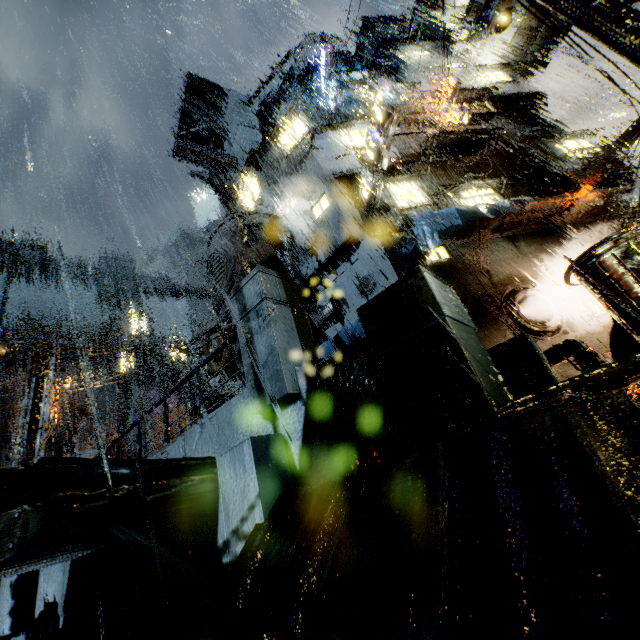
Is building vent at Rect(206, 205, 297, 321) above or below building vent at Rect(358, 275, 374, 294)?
above

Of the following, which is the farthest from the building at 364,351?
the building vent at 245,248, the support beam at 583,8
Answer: the support beam at 583,8

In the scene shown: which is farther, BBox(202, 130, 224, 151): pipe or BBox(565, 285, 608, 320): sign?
BBox(202, 130, 224, 151): pipe

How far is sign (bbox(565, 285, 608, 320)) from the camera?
13.1 meters

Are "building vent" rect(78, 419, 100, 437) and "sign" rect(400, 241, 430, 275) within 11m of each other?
no

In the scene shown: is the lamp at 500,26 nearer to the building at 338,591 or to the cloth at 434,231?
the building at 338,591

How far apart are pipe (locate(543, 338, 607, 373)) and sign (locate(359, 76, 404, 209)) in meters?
9.8 m

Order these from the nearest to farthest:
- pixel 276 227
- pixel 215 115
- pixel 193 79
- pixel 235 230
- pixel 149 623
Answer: pixel 149 623 → pixel 276 227 → pixel 235 230 → pixel 193 79 → pixel 215 115
